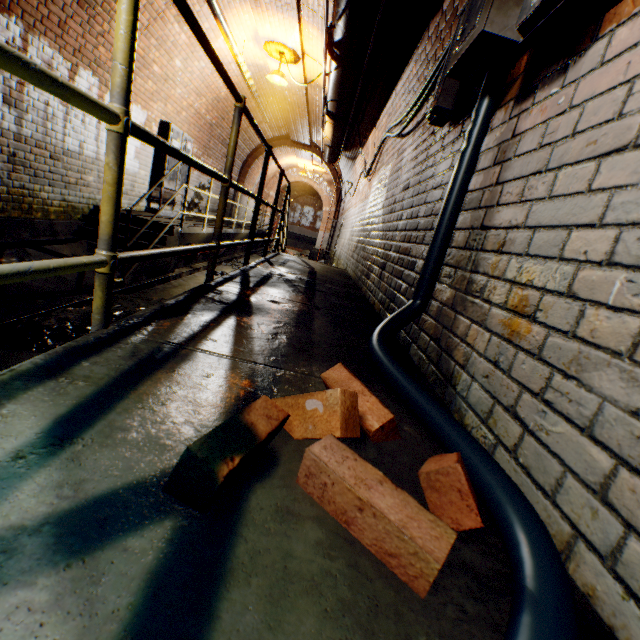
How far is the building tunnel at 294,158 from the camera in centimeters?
1490cm

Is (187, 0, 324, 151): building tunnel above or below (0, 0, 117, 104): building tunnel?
above

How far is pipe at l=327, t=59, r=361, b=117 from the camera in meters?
4.2

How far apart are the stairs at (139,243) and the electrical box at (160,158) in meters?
1.5

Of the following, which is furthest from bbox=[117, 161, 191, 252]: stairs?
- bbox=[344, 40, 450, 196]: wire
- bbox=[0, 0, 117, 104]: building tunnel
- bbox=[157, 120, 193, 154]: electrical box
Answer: bbox=[344, 40, 450, 196]: wire

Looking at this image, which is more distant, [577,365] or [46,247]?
[46,247]

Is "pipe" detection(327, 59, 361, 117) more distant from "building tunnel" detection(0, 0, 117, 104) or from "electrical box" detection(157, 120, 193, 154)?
"electrical box" detection(157, 120, 193, 154)

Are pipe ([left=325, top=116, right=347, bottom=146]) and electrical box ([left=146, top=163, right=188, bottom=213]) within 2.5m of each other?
no
